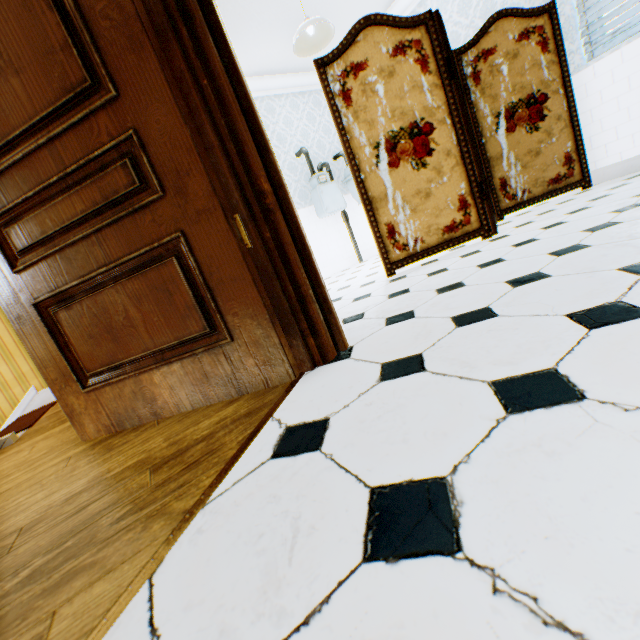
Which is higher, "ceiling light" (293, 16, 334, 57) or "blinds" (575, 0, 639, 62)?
"ceiling light" (293, 16, 334, 57)

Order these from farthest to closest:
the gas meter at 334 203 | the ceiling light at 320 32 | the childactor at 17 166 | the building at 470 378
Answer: the gas meter at 334 203, the ceiling light at 320 32, the childactor at 17 166, the building at 470 378

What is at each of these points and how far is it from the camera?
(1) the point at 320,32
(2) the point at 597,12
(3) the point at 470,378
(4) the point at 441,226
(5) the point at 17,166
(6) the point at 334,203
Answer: (1) ceiling light, 3.5m
(2) blinds, 3.1m
(3) building, 0.9m
(4) folding screen, 2.9m
(5) childactor, 1.3m
(6) gas meter, 5.1m

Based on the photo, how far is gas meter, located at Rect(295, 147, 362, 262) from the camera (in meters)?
5.05

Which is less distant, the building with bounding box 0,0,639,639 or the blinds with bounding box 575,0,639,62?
the building with bounding box 0,0,639,639

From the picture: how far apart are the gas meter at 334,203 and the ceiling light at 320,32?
1.43m

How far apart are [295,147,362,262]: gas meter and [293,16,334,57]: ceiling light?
1.43m

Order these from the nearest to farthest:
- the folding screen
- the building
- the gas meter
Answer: the building < the folding screen < the gas meter
